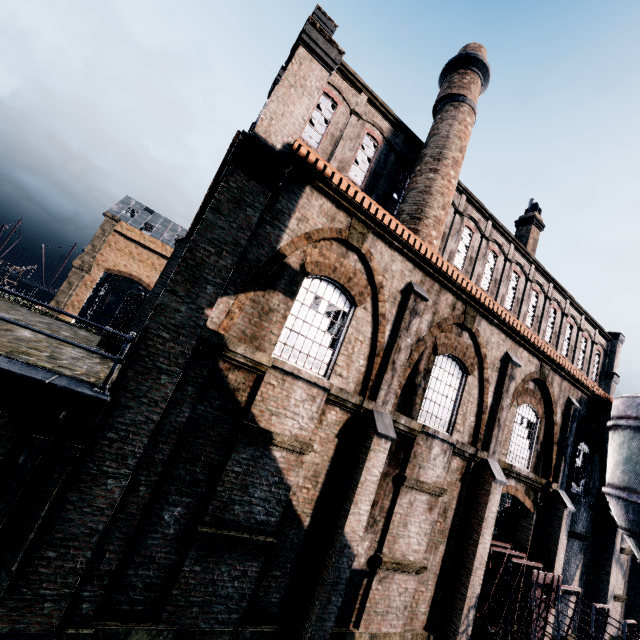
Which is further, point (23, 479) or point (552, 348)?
point (552, 348)

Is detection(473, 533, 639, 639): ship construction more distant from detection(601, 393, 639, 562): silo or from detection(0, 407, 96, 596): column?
detection(0, 407, 96, 596): column

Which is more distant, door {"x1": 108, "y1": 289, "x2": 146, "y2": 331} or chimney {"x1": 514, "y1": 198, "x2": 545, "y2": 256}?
chimney {"x1": 514, "y1": 198, "x2": 545, "y2": 256}

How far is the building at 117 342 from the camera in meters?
12.4

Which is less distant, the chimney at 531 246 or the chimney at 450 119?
the chimney at 450 119

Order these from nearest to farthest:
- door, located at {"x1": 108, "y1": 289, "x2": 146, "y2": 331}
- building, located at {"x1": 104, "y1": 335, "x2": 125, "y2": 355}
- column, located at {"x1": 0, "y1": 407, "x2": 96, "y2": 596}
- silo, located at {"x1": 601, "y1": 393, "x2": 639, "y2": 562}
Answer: column, located at {"x1": 0, "y1": 407, "x2": 96, "y2": 596} → building, located at {"x1": 104, "y1": 335, "x2": 125, "y2": 355} → silo, located at {"x1": 601, "y1": 393, "x2": 639, "y2": 562} → door, located at {"x1": 108, "y1": 289, "x2": 146, "y2": 331}

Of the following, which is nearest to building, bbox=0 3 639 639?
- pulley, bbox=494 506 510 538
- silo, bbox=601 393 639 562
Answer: silo, bbox=601 393 639 562

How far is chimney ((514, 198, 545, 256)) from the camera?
25.89m
